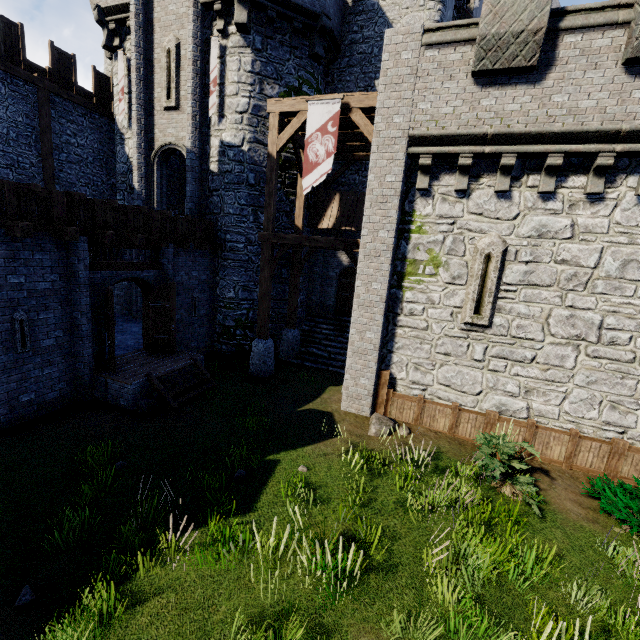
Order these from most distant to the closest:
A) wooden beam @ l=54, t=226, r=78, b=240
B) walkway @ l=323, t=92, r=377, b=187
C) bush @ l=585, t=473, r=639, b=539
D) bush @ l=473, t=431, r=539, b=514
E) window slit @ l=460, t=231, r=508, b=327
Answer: walkway @ l=323, t=92, r=377, b=187 → window slit @ l=460, t=231, r=508, b=327 → wooden beam @ l=54, t=226, r=78, b=240 → bush @ l=473, t=431, r=539, b=514 → bush @ l=585, t=473, r=639, b=539

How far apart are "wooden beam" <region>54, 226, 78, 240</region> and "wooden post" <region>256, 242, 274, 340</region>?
5.4m

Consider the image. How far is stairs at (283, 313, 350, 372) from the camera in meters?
14.4

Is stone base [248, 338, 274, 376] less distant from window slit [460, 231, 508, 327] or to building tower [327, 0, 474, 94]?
window slit [460, 231, 508, 327]

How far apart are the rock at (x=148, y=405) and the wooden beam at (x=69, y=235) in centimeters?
449cm

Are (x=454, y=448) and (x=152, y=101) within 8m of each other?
no

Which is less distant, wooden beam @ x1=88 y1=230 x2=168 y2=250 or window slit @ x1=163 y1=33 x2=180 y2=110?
wooden beam @ x1=88 y1=230 x2=168 y2=250

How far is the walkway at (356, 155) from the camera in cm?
979
